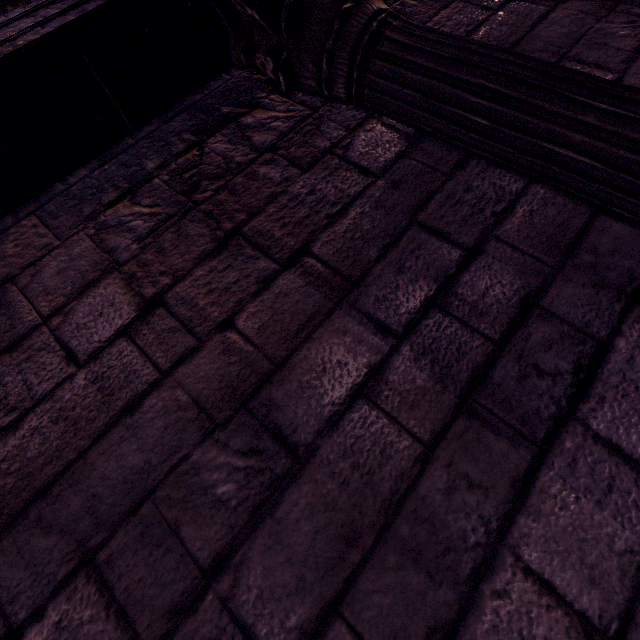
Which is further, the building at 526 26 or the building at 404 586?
the building at 526 26

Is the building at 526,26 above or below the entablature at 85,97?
below

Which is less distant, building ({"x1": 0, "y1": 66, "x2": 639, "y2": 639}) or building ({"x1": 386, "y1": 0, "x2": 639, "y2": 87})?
building ({"x1": 0, "y1": 66, "x2": 639, "y2": 639})

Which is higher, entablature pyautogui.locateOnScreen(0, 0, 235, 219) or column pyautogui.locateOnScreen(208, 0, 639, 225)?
entablature pyautogui.locateOnScreen(0, 0, 235, 219)

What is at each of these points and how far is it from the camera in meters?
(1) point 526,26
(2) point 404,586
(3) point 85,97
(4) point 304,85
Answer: (1) building, 1.6 m
(2) building, 0.7 m
(3) entablature, 1.3 m
(4) column, 1.5 m

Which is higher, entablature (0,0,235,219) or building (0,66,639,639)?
entablature (0,0,235,219)
